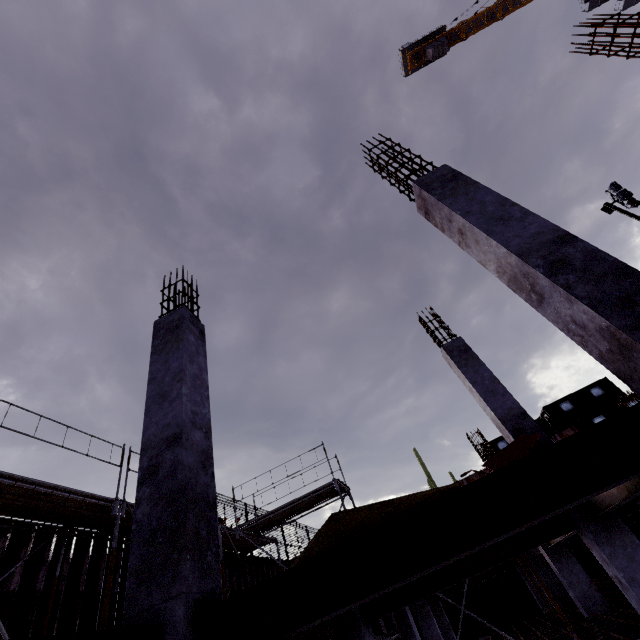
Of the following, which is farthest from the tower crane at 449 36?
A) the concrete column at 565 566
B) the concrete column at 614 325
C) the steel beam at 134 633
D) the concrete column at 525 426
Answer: the steel beam at 134 633

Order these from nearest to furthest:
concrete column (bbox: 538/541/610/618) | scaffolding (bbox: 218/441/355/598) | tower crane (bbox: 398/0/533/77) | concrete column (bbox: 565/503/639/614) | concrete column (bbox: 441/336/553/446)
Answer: concrete column (bbox: 565/503/639/614)
concrete column (bbox: 441/336/553/446)
concrete column (bbox: 538/541/610/618)
scaffolding (bbox: 218/441/355/598)
tower crane (bbox: 398/0/533/77)

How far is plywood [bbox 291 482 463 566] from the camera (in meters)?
2.20

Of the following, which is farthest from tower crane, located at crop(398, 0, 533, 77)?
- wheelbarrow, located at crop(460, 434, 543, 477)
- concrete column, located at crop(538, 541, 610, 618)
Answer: wheelbarrow, located at crop(460, 434, 543, 477)

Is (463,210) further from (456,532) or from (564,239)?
(456,532)

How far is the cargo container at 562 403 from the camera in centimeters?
2494cm

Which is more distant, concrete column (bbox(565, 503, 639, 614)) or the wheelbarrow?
concrete column (bbox(565, 503, 639, 614))

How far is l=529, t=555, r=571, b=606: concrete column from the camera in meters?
11.9 m
